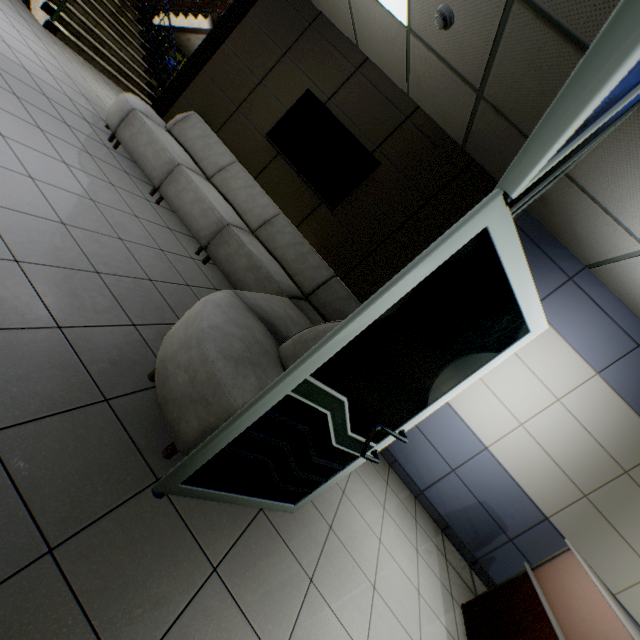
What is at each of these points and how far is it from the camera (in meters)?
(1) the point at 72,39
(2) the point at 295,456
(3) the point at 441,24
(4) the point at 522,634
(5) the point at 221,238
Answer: (1) stairs, 6.18
(2) doorway, 1.77
(3) fire alarm, 2.63
(4) desk, 2.53
(5) sofa, 3.87

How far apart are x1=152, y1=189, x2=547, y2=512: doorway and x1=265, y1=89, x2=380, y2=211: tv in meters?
3.1 m

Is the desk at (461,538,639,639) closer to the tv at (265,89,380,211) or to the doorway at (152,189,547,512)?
the doorway at (152,189,547,512)

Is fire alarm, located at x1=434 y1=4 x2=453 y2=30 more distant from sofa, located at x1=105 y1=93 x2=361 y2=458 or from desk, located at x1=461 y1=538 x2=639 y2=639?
desk, located at x1=461 y1=538 x2=639 y2=639

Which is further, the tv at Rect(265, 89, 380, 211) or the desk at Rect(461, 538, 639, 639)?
the tv at Rect(265, 89, 380, 211)

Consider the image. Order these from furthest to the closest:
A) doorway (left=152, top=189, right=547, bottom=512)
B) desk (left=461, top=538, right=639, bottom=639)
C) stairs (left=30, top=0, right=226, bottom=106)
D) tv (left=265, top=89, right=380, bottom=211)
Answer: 1. stairs (left=30, top=0, right=226, bottom=106)
2. tv (left=265, top=89, right=380, bottom=211)
3. desk (left=461, top=538, right=639, bottom=639)
4. doorway (left=152, top=189, right=547, bottom=512)

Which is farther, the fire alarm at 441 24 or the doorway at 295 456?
the fire alarm at 441 24

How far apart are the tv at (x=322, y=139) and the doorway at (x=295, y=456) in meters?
3.1
